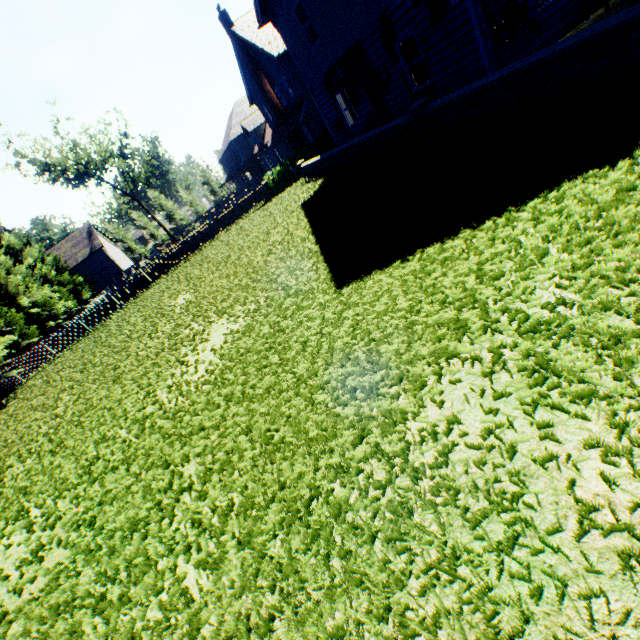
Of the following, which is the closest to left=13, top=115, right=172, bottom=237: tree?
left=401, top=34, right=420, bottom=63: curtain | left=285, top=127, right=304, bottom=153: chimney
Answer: left=401, top=34, right=420, bottom=63: curtain

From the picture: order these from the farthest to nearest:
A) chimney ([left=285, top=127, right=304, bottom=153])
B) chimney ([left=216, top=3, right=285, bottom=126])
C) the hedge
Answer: chimney ([left=285, top=127, right=304, bottom=153]) < chimney ([left=216, top=3, right=285, bottom=126]) < the hedge

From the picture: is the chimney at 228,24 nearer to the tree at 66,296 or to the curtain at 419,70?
the curtain at 419,70

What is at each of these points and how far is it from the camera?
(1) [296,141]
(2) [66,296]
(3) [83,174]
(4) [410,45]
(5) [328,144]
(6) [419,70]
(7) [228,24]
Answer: (1) chimney, 28.73m
(2) tree, 31.34m
(3) tree, 47.78m
(4) curtain, 10.73m
(5) hedge, 22.97m
(6) curtain, 11.07m
(7) chimney, 25.00m

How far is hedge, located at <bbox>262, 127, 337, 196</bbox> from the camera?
21.3m

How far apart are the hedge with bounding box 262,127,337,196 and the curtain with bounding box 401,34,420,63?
11.05m

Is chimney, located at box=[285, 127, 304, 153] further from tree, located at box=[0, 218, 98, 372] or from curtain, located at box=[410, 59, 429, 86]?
tree, located at box=[0, 218, 98, 372]

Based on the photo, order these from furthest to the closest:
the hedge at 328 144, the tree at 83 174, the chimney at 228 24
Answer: the tree at 83 174
the chimney at 228 24
the hedge at 328 144
